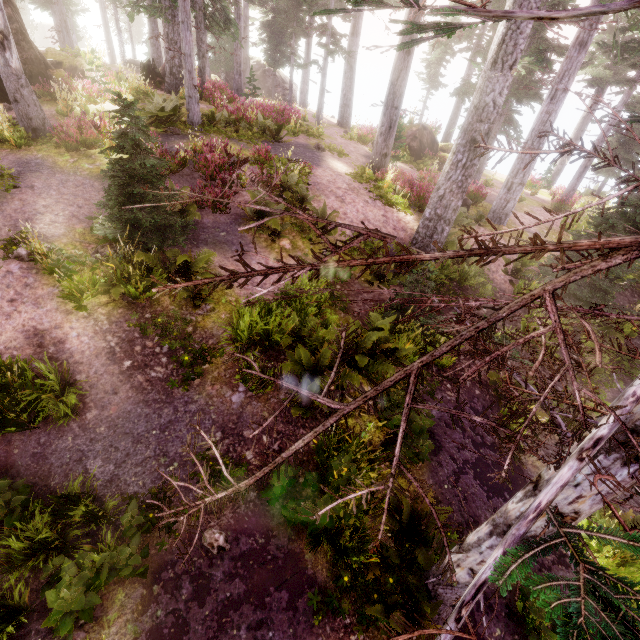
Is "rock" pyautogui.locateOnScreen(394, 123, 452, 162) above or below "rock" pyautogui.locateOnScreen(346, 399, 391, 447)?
above

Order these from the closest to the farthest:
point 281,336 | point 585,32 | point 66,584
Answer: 1. point 66,584
2. point 281,336
3. point 585,32

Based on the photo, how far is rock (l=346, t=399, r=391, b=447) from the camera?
6.5m

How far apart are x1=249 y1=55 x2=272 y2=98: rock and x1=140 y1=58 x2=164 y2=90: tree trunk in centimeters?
1756cm

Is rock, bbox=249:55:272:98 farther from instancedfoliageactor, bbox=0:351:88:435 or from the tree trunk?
the tree trunk

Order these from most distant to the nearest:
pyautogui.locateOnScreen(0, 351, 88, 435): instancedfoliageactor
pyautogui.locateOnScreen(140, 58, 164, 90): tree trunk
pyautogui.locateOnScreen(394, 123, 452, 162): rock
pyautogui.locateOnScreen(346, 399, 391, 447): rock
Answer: pyautogui.locateOnScreen(394, 123, 452, 162): rock → pyautogui.locateOnScreen(140, 58, 164, 90): tree trunk → pyautogui.locateOnScreen(346, 399, 391, 447): rock → pyautogui.locateOnScreen(0, 351, 88, 435): instancedfoliageactor

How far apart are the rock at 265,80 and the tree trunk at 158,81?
17.6 meters

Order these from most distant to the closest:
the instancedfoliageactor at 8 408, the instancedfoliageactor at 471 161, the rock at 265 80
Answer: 1. the rock at 265 80
2. the instancedfoliageactor at 8 408
3. the instancedfoliageactor at 471 161
